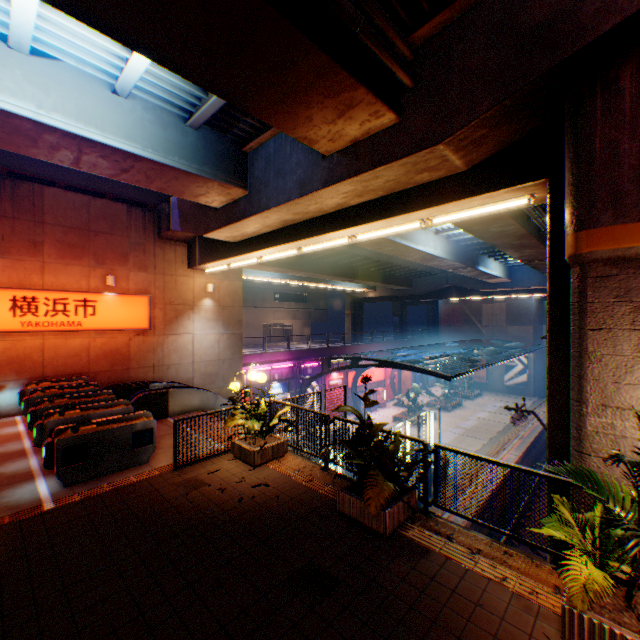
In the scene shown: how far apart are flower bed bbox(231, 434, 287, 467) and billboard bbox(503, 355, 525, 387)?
41.8m

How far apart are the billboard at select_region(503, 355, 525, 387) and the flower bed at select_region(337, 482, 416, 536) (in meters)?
42.09

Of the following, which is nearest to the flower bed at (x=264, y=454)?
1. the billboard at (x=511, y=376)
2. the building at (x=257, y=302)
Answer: the building at (x=257, y=302)

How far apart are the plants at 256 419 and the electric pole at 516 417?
8.6 meters

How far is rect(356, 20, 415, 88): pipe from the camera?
5.16m

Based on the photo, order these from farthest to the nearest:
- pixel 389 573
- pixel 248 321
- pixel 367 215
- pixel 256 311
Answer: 1. pixel 256 311
2. pixel 248 321
3. pixel 367 215
4. pixel 389 573

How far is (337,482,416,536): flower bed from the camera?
5.2m

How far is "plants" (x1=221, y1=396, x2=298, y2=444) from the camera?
7.9 meters
